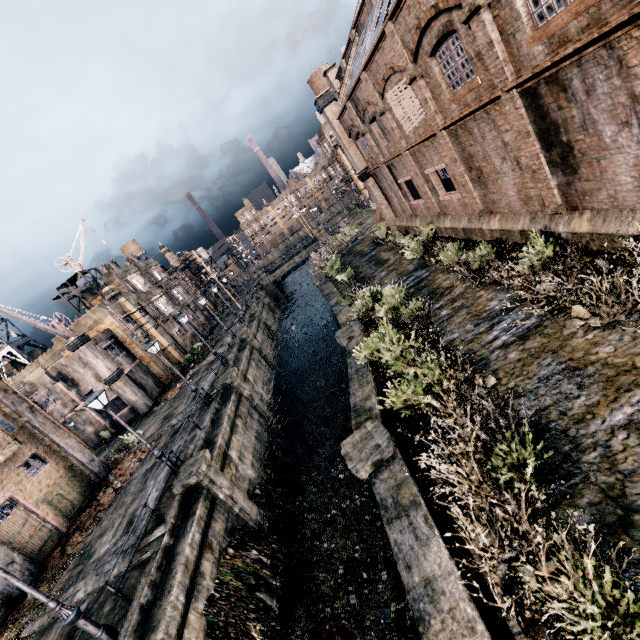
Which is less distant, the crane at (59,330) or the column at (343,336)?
the column at (343,336)

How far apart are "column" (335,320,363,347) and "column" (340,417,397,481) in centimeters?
673cm

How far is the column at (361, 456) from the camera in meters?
9.0 m

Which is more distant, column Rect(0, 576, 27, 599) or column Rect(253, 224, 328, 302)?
column Rect(253, 224, 328, 302)

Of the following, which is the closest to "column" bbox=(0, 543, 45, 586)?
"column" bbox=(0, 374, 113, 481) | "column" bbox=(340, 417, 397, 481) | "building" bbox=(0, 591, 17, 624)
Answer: "building" bbox=(0, 591, 17, 624)

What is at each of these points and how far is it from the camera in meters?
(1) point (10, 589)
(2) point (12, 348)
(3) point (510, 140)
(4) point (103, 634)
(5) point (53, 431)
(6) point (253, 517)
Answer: (1) column, 14.7
(2) water tower, 43.1
(3) building, 11.2
(4) street light, 9.3
(5) column, 20.5
(6) column, 15.3

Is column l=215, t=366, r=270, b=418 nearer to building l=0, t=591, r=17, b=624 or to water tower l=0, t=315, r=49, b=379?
building l=0, t=591, r=17, b=624

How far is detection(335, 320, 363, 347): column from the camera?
16.8 meters
